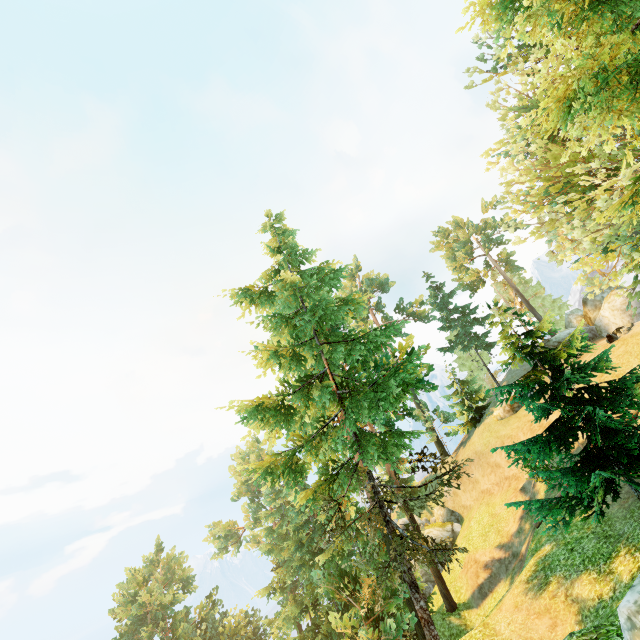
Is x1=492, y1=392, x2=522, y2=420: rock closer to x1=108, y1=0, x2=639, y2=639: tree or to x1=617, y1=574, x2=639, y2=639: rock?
x1=108, y1=0, x2=639, y2=639: tree

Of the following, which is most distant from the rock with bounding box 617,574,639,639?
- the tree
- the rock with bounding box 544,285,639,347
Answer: the rock with bounding box 544,285,639,347

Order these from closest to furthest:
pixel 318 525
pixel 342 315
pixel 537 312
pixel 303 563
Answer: pixel 342 315
pixel 303 563
pixel 318 525
pixel 537 312

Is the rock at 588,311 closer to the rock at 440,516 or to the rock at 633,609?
the rock at 440,516

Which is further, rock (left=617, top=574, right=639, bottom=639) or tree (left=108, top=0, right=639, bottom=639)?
tree (left=108, top=0, right=639, bottom=639)

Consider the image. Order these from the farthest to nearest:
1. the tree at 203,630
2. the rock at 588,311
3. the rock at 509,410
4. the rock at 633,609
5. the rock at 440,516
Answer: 1. the rock at 440,516
2. the rock at 509,410
3. the rock at 588,311
4. the tree at 203,630
5. the rock at 633,609

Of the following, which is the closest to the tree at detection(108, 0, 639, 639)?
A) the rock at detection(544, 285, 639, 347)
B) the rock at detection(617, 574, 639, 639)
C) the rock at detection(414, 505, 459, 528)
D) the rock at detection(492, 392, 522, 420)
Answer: the rock at detection(617, 574, 639, 639)

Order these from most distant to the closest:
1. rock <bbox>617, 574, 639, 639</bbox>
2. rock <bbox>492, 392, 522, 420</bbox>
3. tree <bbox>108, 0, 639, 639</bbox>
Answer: rock <bbox>492, 392, 522, 420</bbox> → tree <bbox>108, 0, 639, 639</bbox> → rock <bbox>617, 574, 639, 639</bbox>
